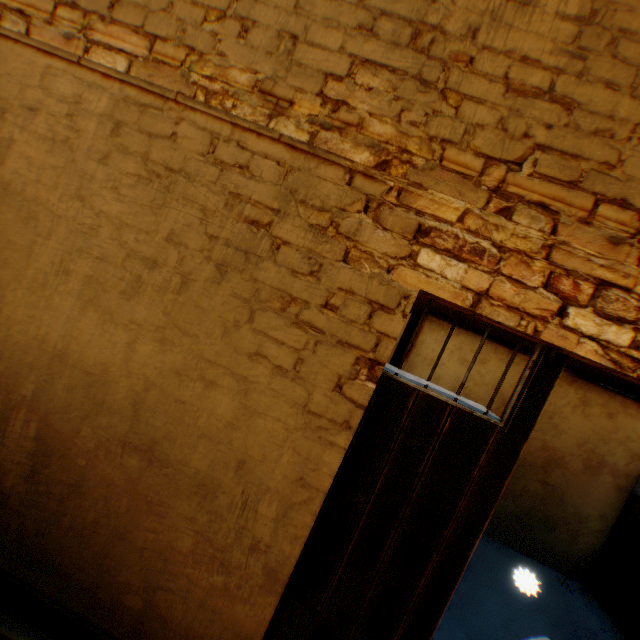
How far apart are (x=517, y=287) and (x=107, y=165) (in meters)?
2.52
